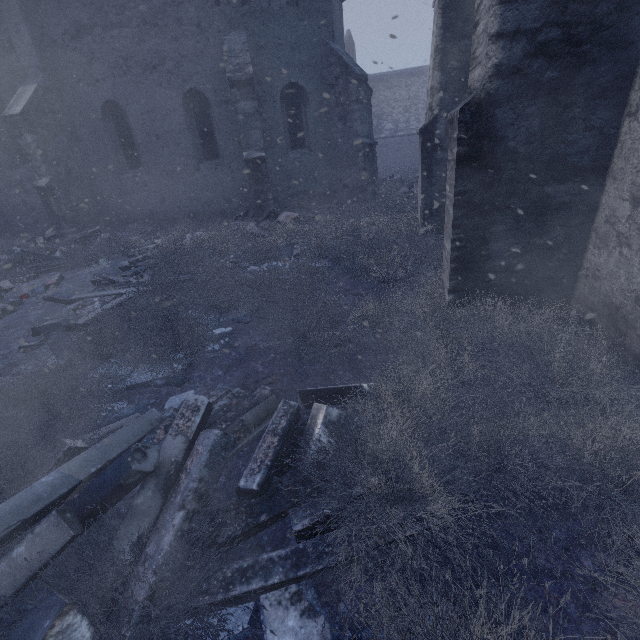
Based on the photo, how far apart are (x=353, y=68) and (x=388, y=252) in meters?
7.8 m

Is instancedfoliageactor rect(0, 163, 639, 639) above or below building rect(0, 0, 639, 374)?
below

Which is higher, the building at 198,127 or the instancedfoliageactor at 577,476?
the building at 198,127

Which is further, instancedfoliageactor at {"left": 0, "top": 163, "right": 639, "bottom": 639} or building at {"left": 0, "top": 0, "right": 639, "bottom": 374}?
building at {"left": 0, "top": 0, "right": 639, "bottom": 374}

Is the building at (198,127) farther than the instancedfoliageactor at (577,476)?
Yes
